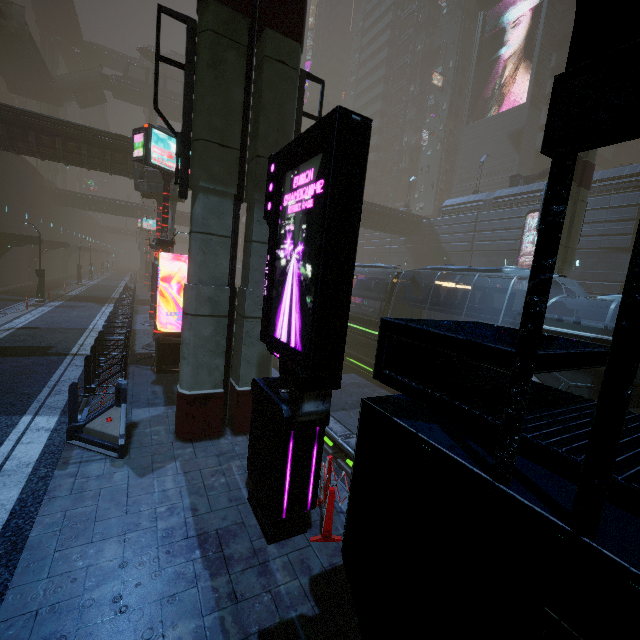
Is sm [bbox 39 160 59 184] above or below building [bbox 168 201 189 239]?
above

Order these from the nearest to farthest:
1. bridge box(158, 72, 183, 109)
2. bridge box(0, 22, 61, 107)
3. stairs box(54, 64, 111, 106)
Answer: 1. bridge box(0, 22, 61, 107)
2. stairs box(54, 64, 111, 106)
3. bridge box(158, 72, 183, 109)

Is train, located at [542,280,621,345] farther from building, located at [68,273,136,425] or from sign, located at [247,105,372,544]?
sign, located at [247,105,372,544]

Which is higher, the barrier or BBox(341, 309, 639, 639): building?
BBox(341, 309, 639, 639): building

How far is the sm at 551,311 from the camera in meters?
14.1 m

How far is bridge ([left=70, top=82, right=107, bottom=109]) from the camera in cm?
4700

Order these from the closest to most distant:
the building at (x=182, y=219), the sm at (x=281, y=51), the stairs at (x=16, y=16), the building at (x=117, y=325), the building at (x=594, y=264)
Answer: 1. the sm at (x=281, y=51)
2. the building at (x=117, y=325)
3. the building at (x=594, y=264)
4. the building at (x=182, y=219)
5. the stairs at (x=16, y=16)

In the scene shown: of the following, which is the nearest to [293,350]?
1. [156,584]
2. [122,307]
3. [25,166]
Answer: [156,584]
